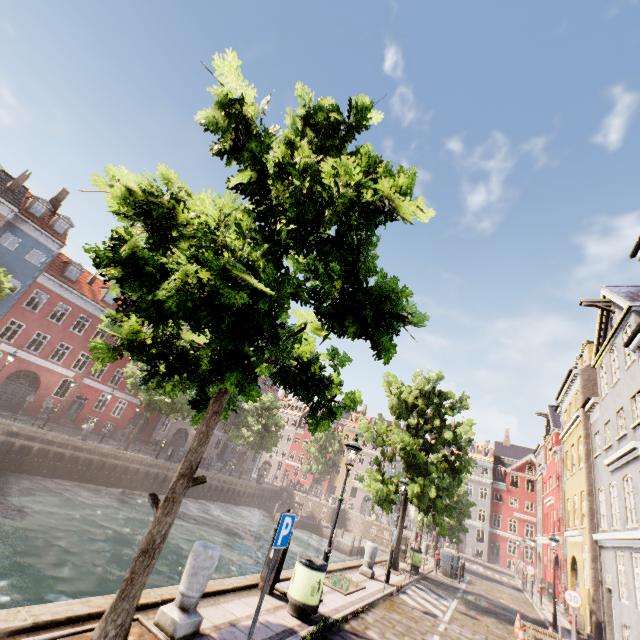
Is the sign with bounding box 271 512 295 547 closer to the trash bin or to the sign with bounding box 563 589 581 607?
the trash bin

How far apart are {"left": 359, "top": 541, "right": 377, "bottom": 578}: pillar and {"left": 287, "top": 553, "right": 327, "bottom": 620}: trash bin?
6.5m

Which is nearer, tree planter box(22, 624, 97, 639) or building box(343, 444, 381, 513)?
tree planter box(22, 624, 97, 639)

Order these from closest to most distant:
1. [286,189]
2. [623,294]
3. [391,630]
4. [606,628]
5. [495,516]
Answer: [286,189] < [391,630] < [606,628] < [623,294] < [495,516]

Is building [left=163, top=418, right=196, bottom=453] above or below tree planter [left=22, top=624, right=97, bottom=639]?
above

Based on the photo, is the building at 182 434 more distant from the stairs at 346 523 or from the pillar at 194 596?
the pillar at 194 596

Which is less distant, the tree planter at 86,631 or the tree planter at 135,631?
the tree planter at 86,631

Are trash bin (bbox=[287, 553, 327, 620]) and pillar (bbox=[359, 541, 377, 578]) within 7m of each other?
yes
